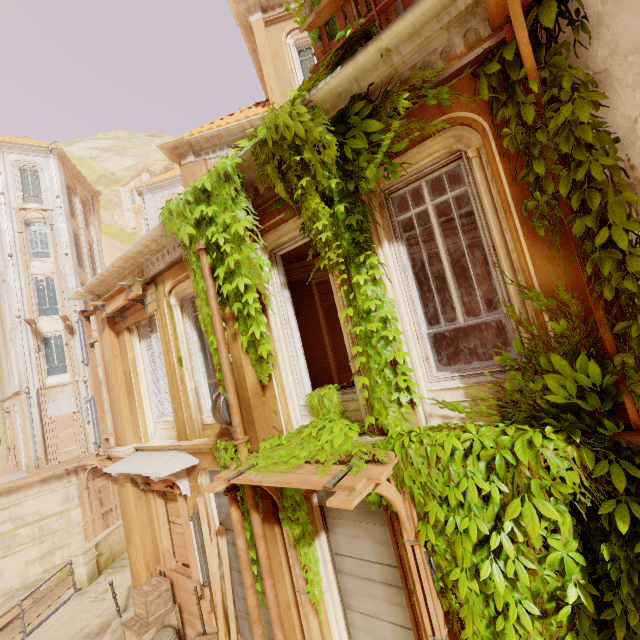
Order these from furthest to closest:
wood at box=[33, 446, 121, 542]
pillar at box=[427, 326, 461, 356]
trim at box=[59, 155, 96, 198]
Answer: trim at box=[59, 155, 96, 198] < wood at box=[33, 446, 121, 542] < pillar at box=[427, 326, 461, 356]

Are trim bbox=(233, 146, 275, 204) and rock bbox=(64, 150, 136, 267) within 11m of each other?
no

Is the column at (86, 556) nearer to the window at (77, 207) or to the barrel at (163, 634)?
the barrel at (163, 634)

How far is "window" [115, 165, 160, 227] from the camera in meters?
47.2

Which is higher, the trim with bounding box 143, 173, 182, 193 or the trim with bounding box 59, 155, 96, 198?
the trim with bounding box 59, 155, 96, 198

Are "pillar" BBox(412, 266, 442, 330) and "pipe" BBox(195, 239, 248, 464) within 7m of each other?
no

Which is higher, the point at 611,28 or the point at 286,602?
the point at 611,28

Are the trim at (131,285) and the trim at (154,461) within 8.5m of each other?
yes
